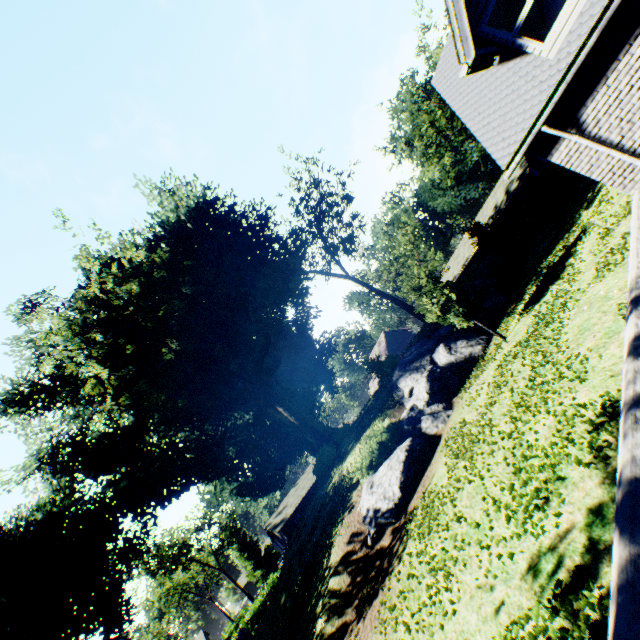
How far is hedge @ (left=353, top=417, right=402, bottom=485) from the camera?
13.9 meters

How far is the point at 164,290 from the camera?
27.4 meters

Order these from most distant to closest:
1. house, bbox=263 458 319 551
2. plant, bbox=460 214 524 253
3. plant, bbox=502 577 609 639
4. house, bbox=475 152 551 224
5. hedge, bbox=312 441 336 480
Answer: house, bbox=263 458 319 551 < house, bbox=475 152 551 224 < plant, bbox=460 214 524 253 < hedge, bbox=312 441 336 480 < plant, bbox=502 577 609 639

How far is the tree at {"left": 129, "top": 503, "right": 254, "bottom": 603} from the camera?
46.9m

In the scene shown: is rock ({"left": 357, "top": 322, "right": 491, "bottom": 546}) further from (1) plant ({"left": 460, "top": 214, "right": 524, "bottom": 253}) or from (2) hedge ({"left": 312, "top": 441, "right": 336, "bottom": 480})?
(2) hedge ({"left": 312, "top": 441, "right": 336, "bottom": 480})

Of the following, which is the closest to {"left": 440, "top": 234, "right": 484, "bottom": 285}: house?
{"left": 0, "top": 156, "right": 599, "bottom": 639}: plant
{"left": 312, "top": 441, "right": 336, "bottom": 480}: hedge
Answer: {"left": 0, "top": 156, "right": 599, "bottom": 639}: plant

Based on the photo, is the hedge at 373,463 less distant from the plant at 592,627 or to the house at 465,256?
the plant at 592,627

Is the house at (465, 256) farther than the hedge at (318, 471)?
Yes
